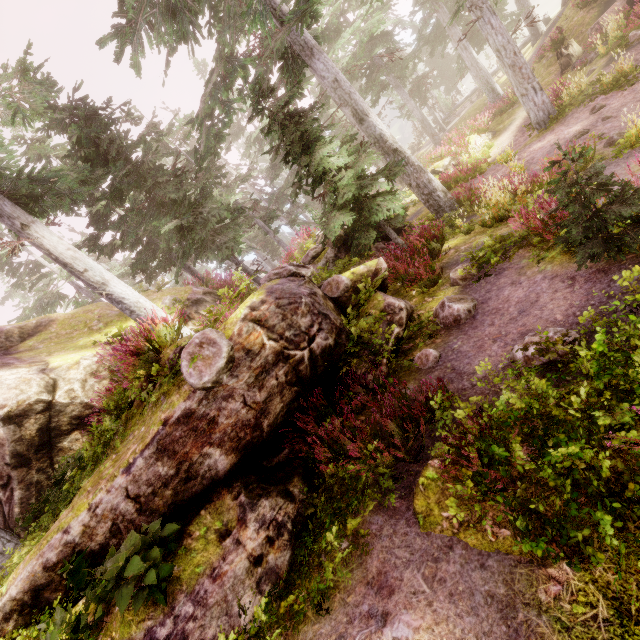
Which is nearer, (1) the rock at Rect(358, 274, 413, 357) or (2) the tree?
(1) the rock at Rect(358, 274, 413, 357)

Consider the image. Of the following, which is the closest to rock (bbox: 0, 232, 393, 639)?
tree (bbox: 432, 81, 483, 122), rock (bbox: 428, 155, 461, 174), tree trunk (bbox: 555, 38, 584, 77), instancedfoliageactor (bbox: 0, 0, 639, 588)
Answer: instancedfoliageactor (bbox: 0, 0, 639, 588)

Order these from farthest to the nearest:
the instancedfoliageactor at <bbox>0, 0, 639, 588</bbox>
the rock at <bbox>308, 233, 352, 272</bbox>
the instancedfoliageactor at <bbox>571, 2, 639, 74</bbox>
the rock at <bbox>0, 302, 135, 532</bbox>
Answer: the instancedfoliageactor at <bbox>571, 2, 639, 74</bbox>
the rock at <bbox>308, 233, 352, 272</bbox>
the rock at <bbox>0, 302, 135, 532</bbox>
the instancedfoliageactor at <bbox>0, 0, 639, 588</bbox>

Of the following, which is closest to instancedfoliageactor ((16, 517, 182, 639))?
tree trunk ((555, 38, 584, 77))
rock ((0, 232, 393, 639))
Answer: rock ((0, 232, 393, 639))

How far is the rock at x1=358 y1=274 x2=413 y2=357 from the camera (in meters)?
6.02

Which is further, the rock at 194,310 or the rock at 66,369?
the rock at 194,310

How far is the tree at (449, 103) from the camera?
32.8 meters

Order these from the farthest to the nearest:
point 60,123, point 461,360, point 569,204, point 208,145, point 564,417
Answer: point 208,145 → point 60,123 → point 461,360 → point 569,204 → point 564,417
